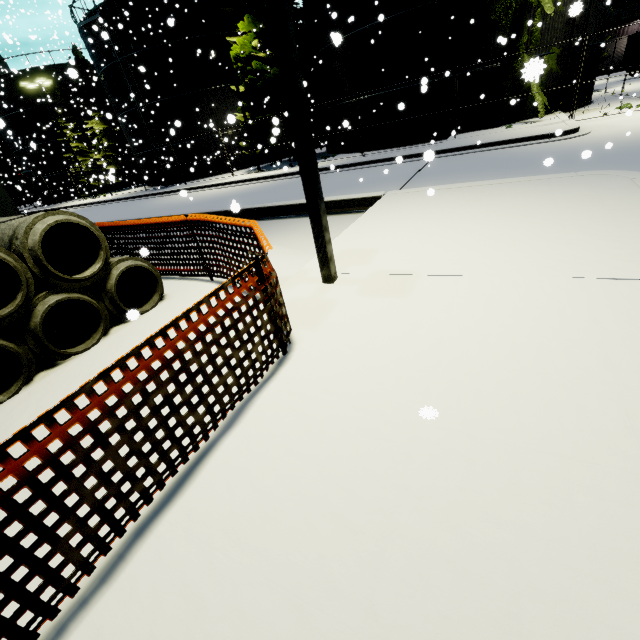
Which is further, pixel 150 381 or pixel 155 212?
pixel 155 212

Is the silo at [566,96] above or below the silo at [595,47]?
below

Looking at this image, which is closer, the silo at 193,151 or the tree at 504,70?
the tree at 504,70

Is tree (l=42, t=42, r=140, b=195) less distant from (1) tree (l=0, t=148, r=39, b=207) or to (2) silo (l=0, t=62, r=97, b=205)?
(2) silo (l=0, t=62, r=97, b=205)

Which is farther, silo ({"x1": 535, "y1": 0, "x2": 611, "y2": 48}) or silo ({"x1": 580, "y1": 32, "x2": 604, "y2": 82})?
silo ({"x1": 580, "y1": 32, "x2": 604, "y2": 82})

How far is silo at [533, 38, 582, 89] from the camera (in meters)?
16.23

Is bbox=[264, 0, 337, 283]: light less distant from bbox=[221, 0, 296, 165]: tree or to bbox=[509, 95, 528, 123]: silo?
bbox=[509, 95, 528, 123]: silo

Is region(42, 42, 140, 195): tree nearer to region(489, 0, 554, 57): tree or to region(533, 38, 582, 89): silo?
region(533, 38, 582, 89): silo
